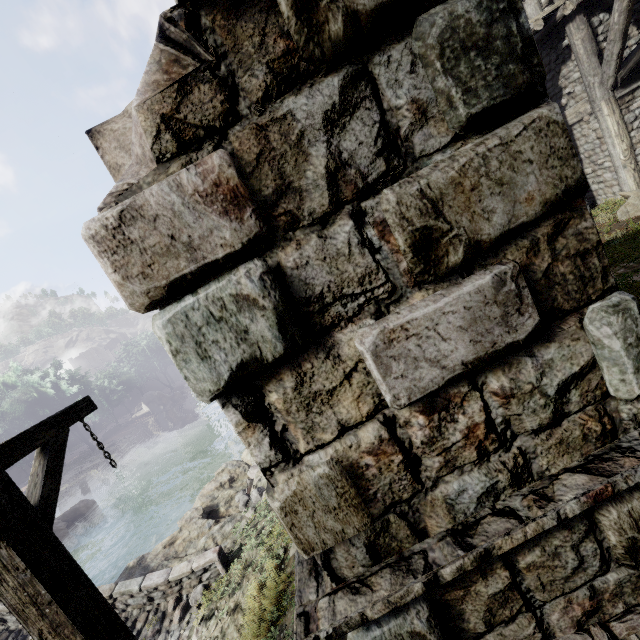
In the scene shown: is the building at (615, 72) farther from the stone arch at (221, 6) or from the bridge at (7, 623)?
the bridge at (7, 623)

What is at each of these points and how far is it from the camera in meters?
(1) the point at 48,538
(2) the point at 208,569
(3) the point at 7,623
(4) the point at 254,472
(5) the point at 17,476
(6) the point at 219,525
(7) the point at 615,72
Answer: (1) wooden lamp post, 2.4 m
(2) bridge, 7.9 m
(3) bridge, 8.0 m
(4) rubble, 11.8 m
(5) building, 43.2 m
(6) rock, 10.1 m
(7) building, 9.4 m

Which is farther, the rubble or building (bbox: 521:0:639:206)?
the rubble

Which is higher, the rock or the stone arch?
the stone arch

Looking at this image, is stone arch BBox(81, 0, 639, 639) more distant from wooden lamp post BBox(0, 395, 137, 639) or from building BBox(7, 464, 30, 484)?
building BBox(7, 464, 30, 484)

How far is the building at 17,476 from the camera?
42.6m

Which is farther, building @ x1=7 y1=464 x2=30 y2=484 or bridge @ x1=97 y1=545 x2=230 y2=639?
building @ x1=7 y1=464 x2=30 y2=484

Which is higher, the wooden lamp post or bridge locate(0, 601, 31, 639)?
the wooden lamp post
